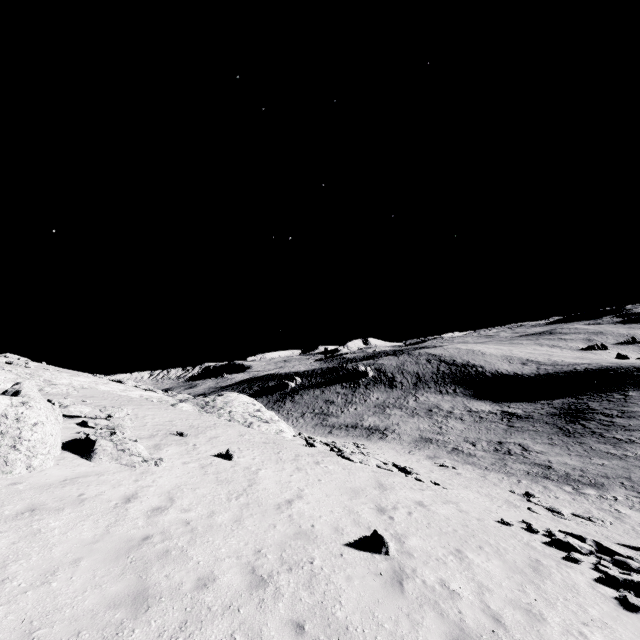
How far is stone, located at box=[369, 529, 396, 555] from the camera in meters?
8.5

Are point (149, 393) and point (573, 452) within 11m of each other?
no

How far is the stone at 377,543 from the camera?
8.5 meters
